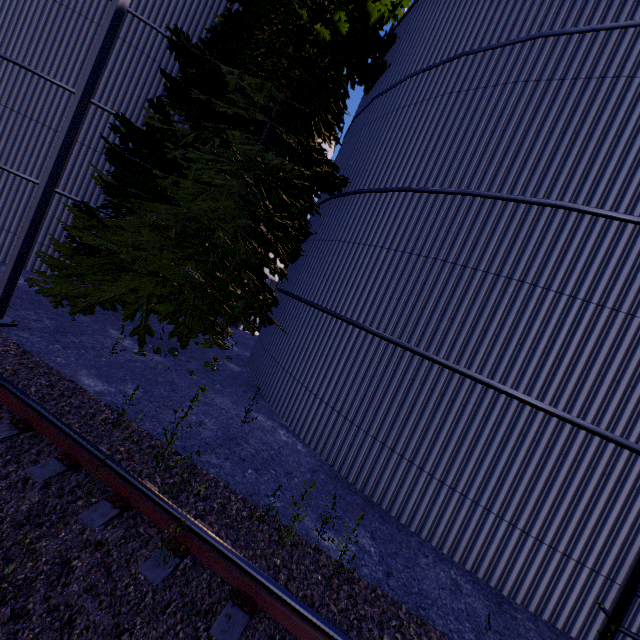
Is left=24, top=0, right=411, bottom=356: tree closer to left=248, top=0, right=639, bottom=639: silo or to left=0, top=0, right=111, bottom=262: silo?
left=248, top=0, right=639, bottom=639: silo

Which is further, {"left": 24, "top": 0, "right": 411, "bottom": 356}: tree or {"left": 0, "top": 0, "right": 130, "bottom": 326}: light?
{"left": 24, "top": 0, "right": 411, "bottom": 356}: tree

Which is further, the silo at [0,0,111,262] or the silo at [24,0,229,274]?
the silo at [24,0,229,274]

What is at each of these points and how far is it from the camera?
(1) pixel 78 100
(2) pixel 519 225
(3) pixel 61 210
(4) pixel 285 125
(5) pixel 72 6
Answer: (1) light, 5.94m
(2) silo, 5.44m
(3) silo, 10.61m
(4) tree, 9.72m
(5) silo, 9.90m

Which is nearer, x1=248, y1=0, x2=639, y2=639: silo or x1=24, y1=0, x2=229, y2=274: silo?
x1=248, y1=0, x2=639, y2=639: silo

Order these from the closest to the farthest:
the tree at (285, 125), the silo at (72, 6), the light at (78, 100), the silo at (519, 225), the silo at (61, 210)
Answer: the silo at (519, 225)
the light at (78, 100)
the tree at (285, 125)
the silo at (72, 6)
the silo at (61, 210)

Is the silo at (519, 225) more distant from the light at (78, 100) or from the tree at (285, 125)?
the light at (78, 100)
